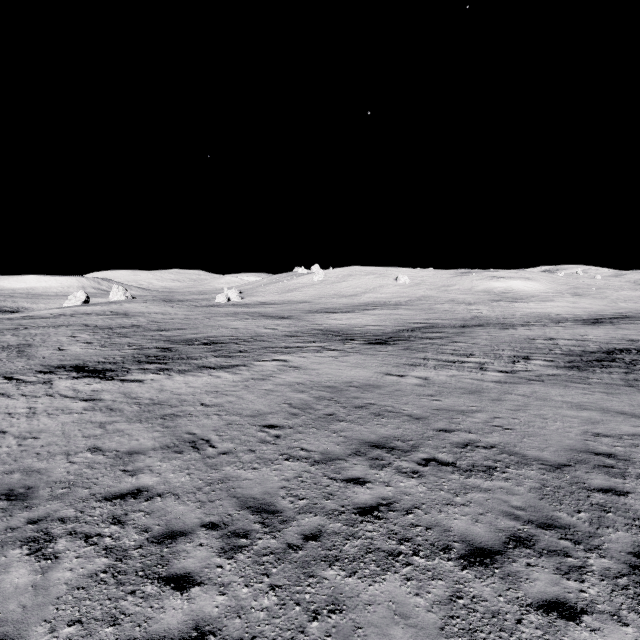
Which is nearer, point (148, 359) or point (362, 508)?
point (362, 508)
